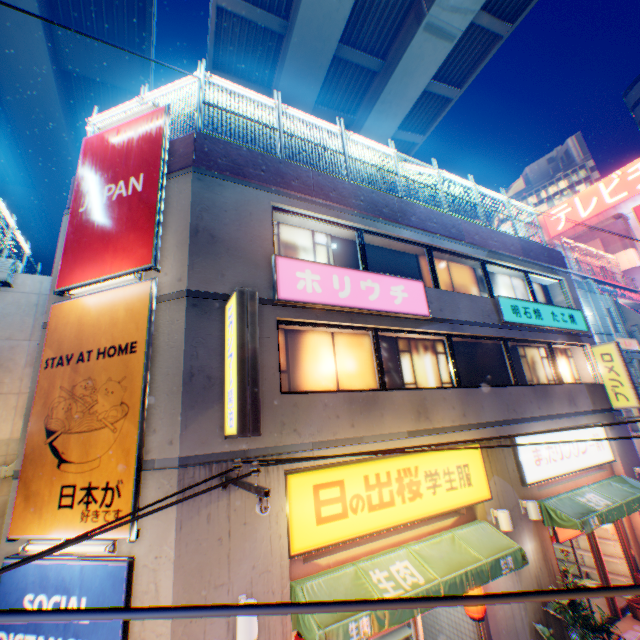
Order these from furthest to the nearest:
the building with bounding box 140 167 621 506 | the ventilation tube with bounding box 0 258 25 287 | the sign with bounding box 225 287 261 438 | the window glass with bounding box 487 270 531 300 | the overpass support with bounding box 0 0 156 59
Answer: the overpass support with bounding box 0 0 156 59 → the window glass with bounding box 487 270 531 300 → the ventilation tube with bounding box 0 258 25 287 → the building with bounding box 140 167 621 506 → the sign with bounding box 225 287 261 438

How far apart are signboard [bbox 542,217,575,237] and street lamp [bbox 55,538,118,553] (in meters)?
54.97

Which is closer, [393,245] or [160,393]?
[160,393]

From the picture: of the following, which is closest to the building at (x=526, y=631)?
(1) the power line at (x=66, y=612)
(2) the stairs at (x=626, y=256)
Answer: (1) the power line at (x=66, y=612)

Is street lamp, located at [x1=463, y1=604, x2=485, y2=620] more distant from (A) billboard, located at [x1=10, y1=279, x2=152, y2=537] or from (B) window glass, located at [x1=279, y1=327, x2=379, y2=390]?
(A) billboard, located at [x1=10, y1=279, x2=152, y2=537]

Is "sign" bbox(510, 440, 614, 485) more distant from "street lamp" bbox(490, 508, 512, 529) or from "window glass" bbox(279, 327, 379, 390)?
"window glass" bbox(279, 327, 379, 390)

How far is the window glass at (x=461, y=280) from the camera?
11.1m

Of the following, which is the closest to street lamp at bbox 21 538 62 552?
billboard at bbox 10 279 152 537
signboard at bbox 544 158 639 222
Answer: billboard at bbox 10 279 152 537
